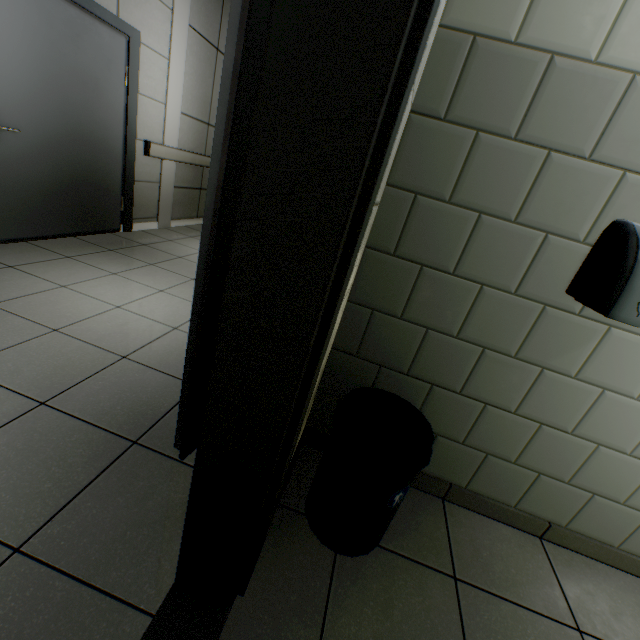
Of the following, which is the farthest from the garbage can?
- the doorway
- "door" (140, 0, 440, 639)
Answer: the doorway

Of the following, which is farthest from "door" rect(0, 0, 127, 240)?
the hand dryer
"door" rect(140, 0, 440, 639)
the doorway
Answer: the hand dryer

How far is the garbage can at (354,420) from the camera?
1.1m

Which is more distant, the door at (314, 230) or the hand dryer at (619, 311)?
the hand dryer at (619, 311)

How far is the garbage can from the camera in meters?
1.1

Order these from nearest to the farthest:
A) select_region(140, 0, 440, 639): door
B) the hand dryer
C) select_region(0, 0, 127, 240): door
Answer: select_region(140, 0, 440, 639): door
the hand dryer
select_region(0, 0, 127, 240): door

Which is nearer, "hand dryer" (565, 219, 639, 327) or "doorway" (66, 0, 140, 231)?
"hand dryer" (565, 219, 639, 327)

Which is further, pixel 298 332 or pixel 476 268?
pixel 476 268
